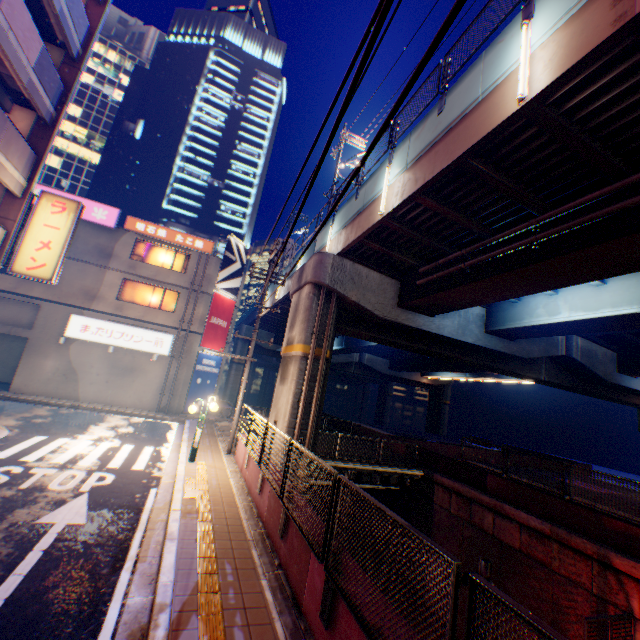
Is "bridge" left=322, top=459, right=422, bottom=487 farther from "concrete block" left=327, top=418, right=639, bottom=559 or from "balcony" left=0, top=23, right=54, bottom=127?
"balcony" left=0, top=23, right=54, bottom=127

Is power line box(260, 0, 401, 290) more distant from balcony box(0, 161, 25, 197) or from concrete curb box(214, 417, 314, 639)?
balcony box(0, 161, 25, 197)

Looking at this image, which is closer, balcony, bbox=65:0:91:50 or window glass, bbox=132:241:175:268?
balcony, bbox=65:0:91:50

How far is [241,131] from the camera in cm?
5641

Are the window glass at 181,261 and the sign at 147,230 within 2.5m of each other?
yes

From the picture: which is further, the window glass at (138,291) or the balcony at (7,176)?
the window glass at (138,291)

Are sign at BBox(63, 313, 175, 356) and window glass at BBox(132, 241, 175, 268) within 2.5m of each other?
no

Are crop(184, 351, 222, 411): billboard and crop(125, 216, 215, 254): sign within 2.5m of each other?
no
